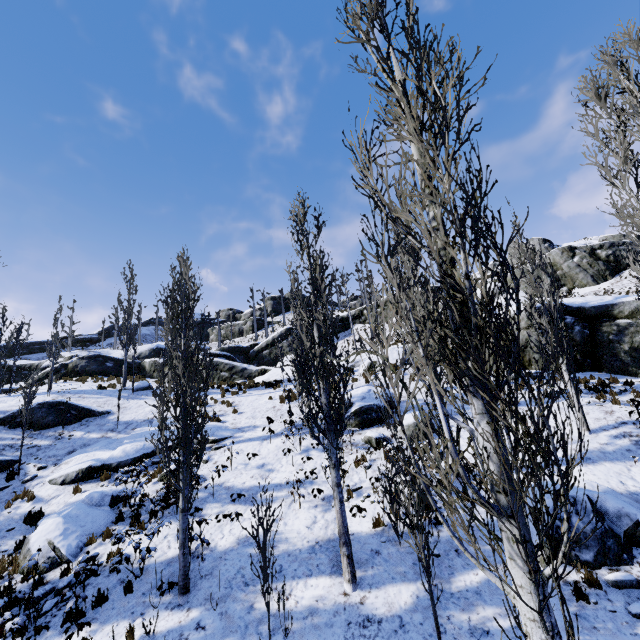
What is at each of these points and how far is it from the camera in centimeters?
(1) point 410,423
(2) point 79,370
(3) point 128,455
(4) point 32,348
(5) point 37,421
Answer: (1) rock, 1263cm
(2) rock, 2761cm
(3) rock, 1367cm
(4) rock, 5069cm
(5) rock, 1662cm

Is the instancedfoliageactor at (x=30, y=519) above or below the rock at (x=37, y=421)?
below

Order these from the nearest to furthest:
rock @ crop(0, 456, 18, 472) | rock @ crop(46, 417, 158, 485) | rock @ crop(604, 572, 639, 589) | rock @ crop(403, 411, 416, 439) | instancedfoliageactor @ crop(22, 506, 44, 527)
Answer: rock @ crop(604, 572, 639, 589)
instancedfoliageactor @ crop(22, 506, 44, 527)
rock @ crop(403, 411, 416, 439)
rock @ crop(46, 417, 158, 485)
rock @ crop(0, 456, 18, 472)

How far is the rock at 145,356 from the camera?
28.98m

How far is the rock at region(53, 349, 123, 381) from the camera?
27.5m

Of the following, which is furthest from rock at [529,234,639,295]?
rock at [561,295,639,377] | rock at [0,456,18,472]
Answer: rock at [0,456,18,472]

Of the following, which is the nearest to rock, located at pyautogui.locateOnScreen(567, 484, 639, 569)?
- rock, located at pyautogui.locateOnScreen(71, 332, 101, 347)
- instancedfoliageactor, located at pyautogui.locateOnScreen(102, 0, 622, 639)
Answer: instancedfoliageactor, located at pyautogui.locateOnScreen(102, 0, 622, 639)

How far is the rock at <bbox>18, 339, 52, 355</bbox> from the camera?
49.94m
